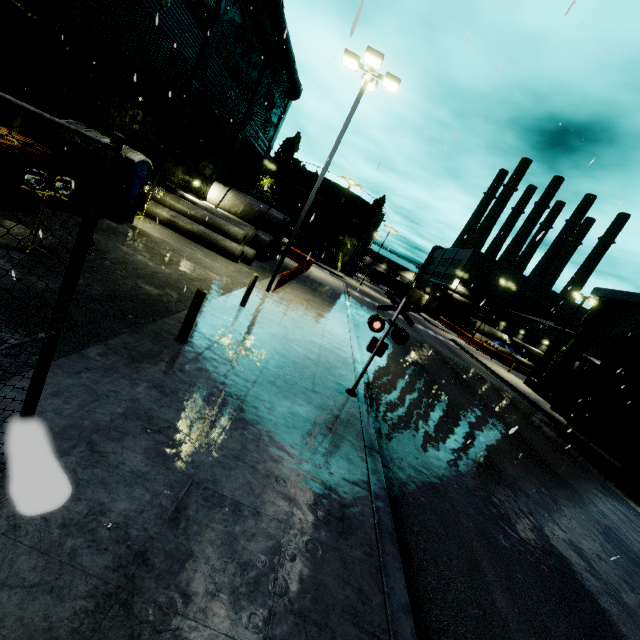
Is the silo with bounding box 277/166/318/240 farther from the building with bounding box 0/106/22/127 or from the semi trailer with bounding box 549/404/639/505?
the semi trailer with bounding box 549/404/639/505

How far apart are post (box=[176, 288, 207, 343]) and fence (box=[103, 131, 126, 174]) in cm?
350

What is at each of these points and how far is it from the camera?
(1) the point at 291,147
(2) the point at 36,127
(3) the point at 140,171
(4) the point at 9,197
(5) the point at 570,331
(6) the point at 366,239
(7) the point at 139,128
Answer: (1) tree, 51.4m
(2) building, 10.8m
(3) portable restroom, 13.6m
(4) pallet, 9.0m
(5) building, 43.2m
(6) silo, 56.0m
(7) building, 15.3m

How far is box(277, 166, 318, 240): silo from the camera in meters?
51.2

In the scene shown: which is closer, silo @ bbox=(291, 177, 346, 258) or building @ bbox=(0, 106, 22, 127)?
building @ bbox=(0, 106, 22, 127)

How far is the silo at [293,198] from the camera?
51.2 meters

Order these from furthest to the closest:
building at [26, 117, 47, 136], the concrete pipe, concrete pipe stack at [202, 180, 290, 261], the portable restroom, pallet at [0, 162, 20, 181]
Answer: concrete pipe stack at [202, 180, 290, 261] < the concrete pipe < the portable restroom < building at [26, 117, 47, 136] < pallet at [0, 162, 20, 181]

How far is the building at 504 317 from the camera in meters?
45.2
